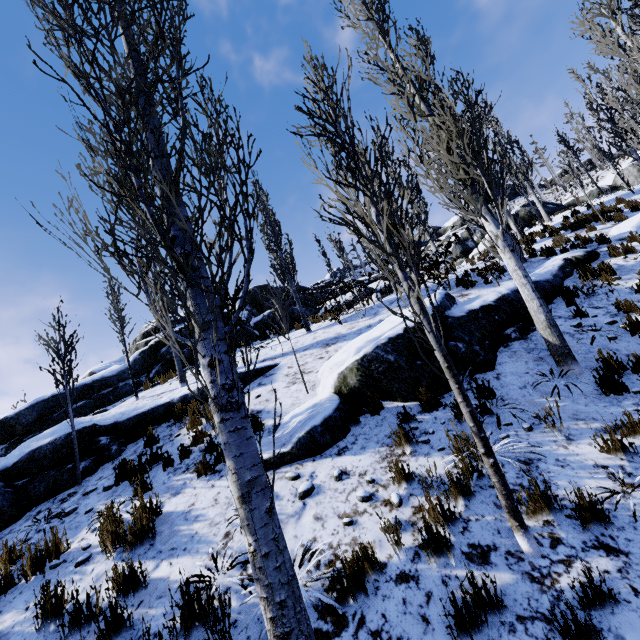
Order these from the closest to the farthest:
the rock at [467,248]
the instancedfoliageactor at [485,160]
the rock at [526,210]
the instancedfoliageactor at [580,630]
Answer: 1. the instancedfoliageactor at [580,630]
2. the instancedfoliageactor at [485,160]
3. the rock at [526,210]
4. the rock at [467,248]

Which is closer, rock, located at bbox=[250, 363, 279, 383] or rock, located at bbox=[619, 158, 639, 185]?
rock, located at bbox=[250, 363, 279, 383]

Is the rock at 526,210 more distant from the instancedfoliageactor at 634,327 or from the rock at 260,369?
the instancedfoliageactor at 634,327

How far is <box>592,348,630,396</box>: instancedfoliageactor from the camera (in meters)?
4.32

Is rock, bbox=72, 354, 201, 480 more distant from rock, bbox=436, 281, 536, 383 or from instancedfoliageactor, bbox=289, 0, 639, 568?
rock, bbox=436, 281, 536, 383

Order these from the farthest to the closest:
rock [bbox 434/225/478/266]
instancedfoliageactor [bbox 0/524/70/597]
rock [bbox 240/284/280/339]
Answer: rock [bbox 434/225/478/266]
rock [bbox 240/284/280/339]
instancedfoliageactor [bbox 0/524/70/597]

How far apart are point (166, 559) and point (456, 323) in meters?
5.6 m
